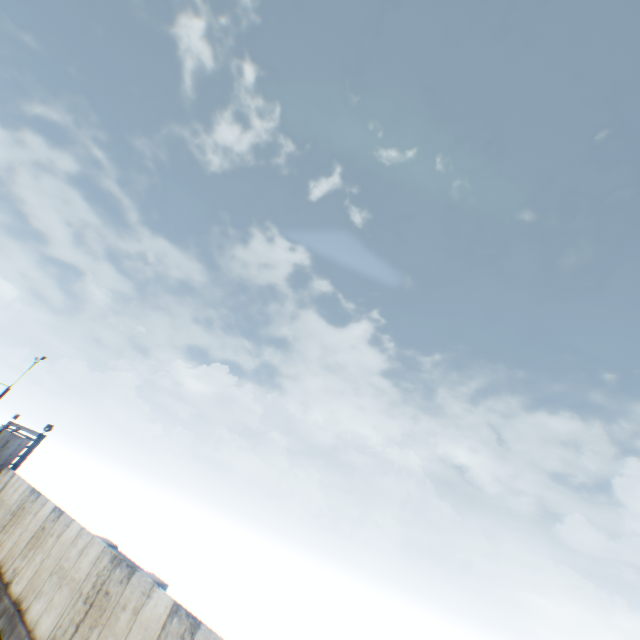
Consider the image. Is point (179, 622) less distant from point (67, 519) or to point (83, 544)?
point (83, 544)
